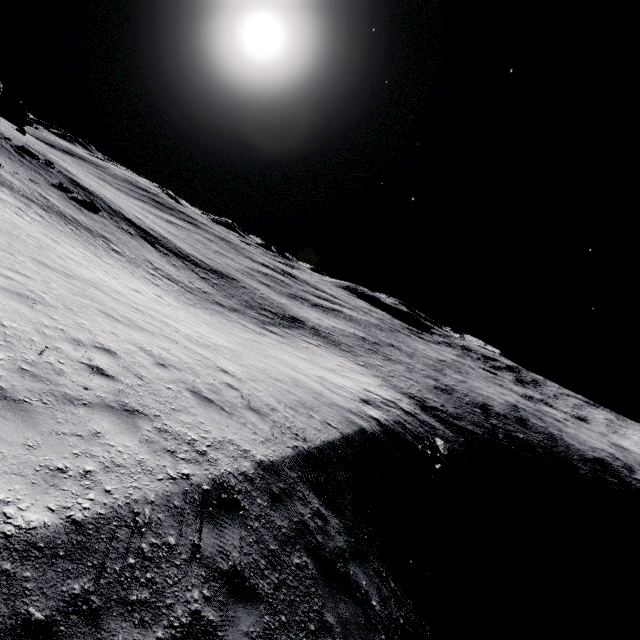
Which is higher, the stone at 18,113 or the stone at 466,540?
the stone at 18,113

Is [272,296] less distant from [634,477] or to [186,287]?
[186,287]

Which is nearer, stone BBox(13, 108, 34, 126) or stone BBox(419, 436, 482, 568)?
stone BBox(419, 436, 482, 568)

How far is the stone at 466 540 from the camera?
17.4m

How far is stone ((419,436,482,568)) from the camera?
17.36m

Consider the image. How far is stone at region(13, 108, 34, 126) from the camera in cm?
5266

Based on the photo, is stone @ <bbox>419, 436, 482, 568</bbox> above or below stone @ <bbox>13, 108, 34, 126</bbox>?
below
